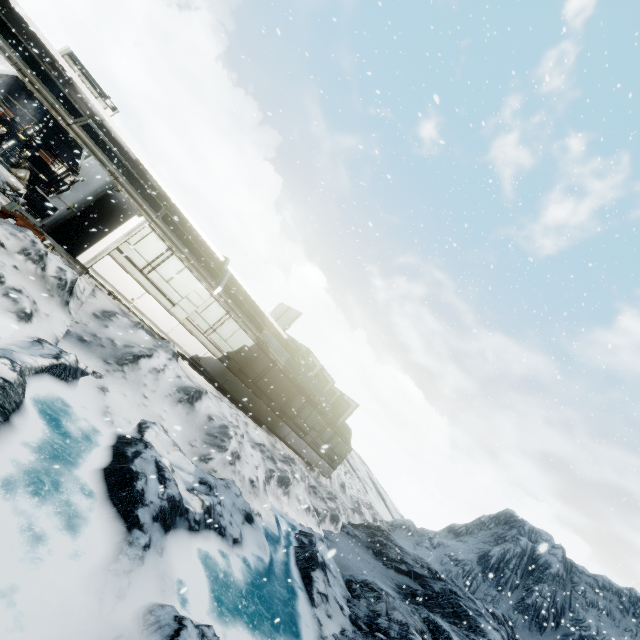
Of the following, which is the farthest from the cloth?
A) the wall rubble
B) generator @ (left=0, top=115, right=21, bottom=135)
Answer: the wall rubble

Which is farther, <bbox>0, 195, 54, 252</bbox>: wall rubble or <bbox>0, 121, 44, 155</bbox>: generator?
<bbox>0, 121, 44, 155</bbox>: generator

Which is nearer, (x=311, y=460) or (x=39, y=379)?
(x=39, y=379)

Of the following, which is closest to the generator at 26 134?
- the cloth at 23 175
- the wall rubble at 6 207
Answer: the cloth at 23 175

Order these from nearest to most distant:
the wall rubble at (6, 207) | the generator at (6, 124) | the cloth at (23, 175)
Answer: the wall rubble at (6, 207) → the generator at (6, 124) → the cloth at (23, 175)

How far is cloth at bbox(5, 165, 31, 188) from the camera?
14.78m

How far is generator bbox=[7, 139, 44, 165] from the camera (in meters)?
14.38
